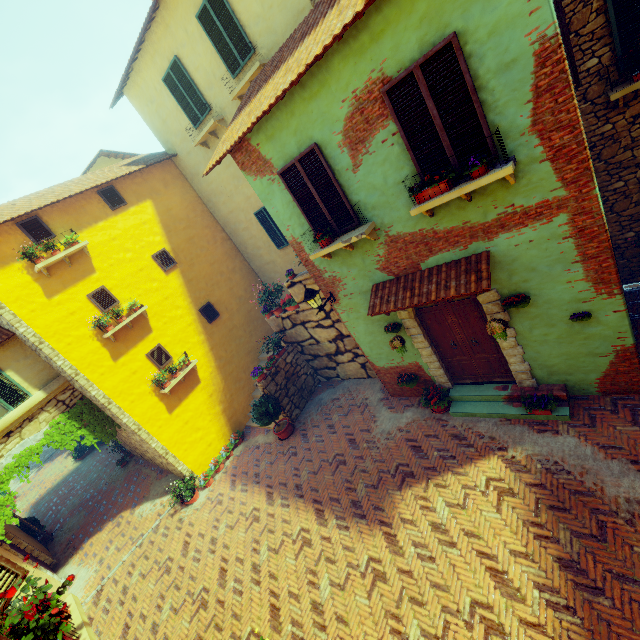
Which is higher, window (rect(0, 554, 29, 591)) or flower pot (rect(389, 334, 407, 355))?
window (rect(0, 554, 29, 591))

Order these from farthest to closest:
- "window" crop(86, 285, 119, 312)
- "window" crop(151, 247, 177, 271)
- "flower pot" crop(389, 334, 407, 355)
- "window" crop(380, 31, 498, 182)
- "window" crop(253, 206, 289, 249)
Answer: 1. "window" crop(253, 206, 289, 249)
2. "window" crop(151, 247, 177, 271)
3. "window" crop(86, 285, 119, 312)
4. "flower pot" crop(389, 334, 407, 355)
5. "window" crop(380, 31, 498, 182)

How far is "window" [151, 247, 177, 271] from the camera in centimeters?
1152cm

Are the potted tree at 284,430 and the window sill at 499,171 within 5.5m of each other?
no

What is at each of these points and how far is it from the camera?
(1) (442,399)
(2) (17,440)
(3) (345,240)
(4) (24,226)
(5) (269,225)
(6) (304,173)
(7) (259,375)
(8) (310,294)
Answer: (1) flower pot, 7.9m
(2) stone doorway, 9.2m
(3) window sill, 6.3m
(4) window, 9.1m
(5) window, 12.3m
(6) window, 6.2m
(7) flower pot, 10.6m
(8) street light, 7.4m

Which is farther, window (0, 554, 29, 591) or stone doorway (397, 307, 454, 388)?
stone doorway (397, 307, 454, 388)

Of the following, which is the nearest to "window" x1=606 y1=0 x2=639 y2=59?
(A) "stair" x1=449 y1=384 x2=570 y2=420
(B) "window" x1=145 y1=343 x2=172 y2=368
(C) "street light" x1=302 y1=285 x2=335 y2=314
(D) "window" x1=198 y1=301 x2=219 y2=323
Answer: (A) "stair" x1=449 y1=384 x2=570 y2=420

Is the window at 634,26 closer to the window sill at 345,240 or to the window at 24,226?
the window at 24,226
